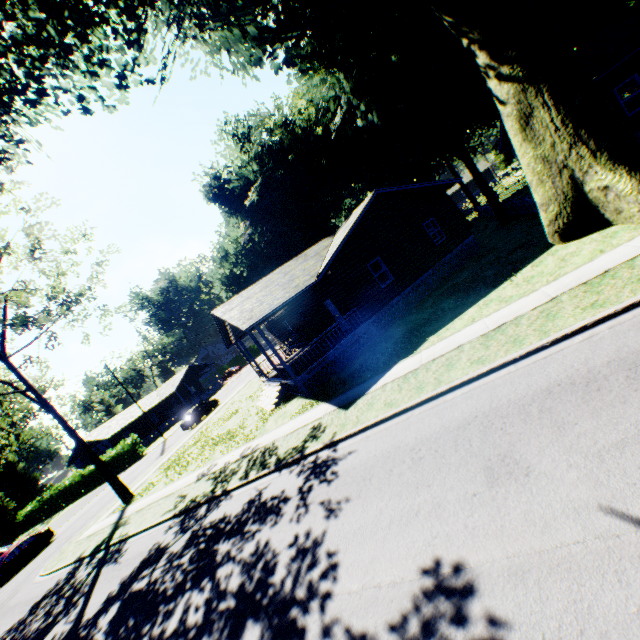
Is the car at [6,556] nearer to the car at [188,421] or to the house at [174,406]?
the car at [188,421]

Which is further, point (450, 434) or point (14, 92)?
point (14, 92)

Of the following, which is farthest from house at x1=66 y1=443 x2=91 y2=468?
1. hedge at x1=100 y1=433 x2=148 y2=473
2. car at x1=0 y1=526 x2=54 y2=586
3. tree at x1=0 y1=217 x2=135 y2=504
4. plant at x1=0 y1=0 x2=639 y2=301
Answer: tree at x1=0 y1=217 x2=135 y2=504

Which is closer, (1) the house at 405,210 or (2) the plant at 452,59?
(2) the plant at 452,59

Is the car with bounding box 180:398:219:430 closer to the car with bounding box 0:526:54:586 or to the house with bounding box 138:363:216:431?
the car with bounding box 0:526:54:586

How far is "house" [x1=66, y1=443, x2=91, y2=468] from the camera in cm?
4869

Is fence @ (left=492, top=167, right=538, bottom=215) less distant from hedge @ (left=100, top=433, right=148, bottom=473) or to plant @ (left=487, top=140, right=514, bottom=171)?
plant @ (left=487, top=140, right=514, bottom=171)
